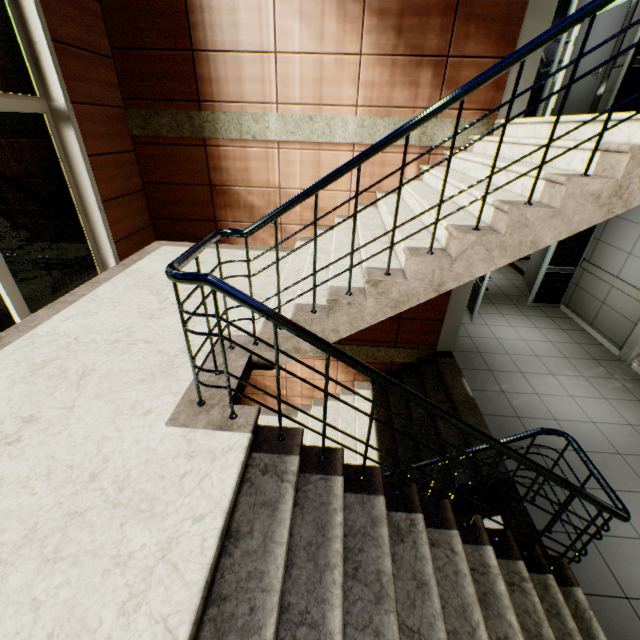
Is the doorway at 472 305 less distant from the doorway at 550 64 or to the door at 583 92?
the doorway at 550 64

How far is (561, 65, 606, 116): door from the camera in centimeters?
659cm

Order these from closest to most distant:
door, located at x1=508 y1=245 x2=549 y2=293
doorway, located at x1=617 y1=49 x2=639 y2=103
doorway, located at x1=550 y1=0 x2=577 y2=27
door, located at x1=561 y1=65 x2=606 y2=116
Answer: doorway, located at x1=550 y1=0 x2=577 y2=27 → doorway, located at x1=617 y1=49 x2=639 y2=103 → door, located at x1=561 y1=65 x2=606 y2=116 → door, located at x1=508 y1=245 x2=549 y2=293

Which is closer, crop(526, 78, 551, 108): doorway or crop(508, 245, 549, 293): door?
crop(526, 78, 551, 108): doorway

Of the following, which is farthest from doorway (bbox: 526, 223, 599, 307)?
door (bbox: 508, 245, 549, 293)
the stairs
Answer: the stairs

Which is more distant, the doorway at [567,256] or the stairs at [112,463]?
the doorway at [567,256]

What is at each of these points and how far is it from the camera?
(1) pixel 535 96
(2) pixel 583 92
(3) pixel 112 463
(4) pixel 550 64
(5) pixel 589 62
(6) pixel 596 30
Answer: (1) doorway, 4.9 meters
(2) door, 7.0 meters
(3) stairs, 1.8 meters
(4) doorway, 4.5 meters
(5) door, 6.8 meters
(6) door, 6.7 meters

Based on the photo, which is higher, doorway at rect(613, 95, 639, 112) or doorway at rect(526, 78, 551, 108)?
doorway at rect(526, 78, 551, 108)
